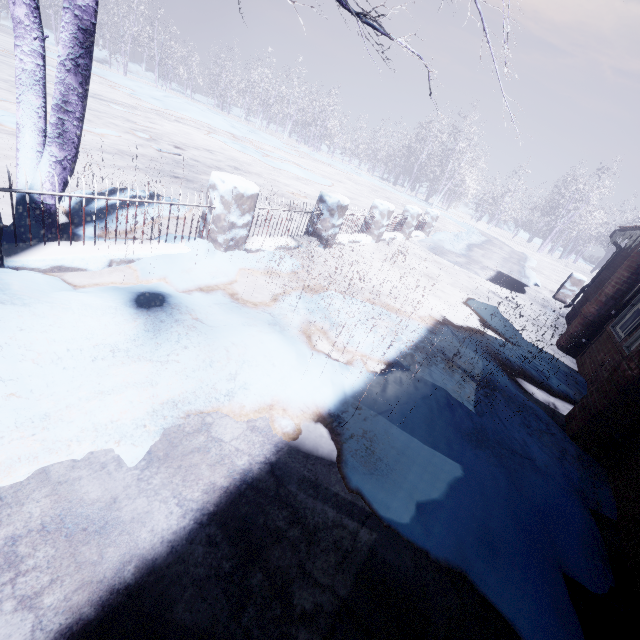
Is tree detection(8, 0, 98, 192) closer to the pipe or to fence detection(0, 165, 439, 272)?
fence detection(0, 165, 439, 272)

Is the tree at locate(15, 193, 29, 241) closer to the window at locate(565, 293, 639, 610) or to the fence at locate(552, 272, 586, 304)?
the window at locate(565, 293, 639, 610)

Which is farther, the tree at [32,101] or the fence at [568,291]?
the fence at [568,291]

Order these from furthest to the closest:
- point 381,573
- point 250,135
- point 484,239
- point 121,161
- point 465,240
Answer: point 250,135 < point 484,239 < point 465,240 < point 121,161 < point 381,573

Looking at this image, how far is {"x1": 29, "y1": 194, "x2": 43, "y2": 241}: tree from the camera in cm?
278

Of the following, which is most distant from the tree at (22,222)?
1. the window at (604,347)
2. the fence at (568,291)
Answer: the fence at (568,291)
